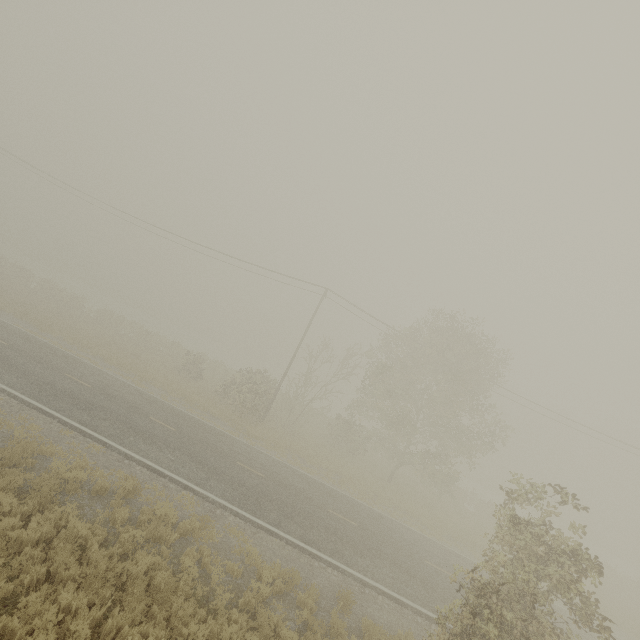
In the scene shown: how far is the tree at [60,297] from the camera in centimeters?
3272cm

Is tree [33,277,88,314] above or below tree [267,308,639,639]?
below

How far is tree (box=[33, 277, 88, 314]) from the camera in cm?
3272

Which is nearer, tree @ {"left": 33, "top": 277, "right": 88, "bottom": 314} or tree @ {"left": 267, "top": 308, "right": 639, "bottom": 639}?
tree @ {"left": 267, "top": 308, "right": 639, "bottom": 639}

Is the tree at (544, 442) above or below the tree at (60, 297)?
above

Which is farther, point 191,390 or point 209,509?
point 191,390
